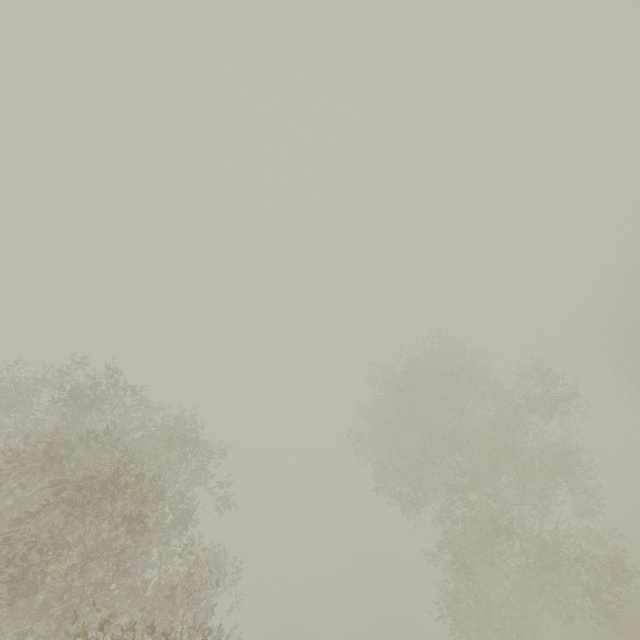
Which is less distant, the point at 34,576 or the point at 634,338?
the point at 34,576

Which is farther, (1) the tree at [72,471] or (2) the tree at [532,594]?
(2) the tree at [532,594]

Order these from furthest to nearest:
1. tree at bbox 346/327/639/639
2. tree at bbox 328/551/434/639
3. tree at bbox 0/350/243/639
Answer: tree at bbox 328/551/434/639 < tree at bbox 346/327/639/639 < tree at bbox 0/350/243/639

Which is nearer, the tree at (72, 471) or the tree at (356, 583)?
the tree at (72, 471)

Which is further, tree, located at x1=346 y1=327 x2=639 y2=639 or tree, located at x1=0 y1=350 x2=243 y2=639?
tree, located at x1=346 y1=327 x2=639 y2=639

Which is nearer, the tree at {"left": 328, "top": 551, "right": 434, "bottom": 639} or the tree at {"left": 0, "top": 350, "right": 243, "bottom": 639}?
the tree at {"left": 0, "top": 350, "right": 243, "bottom": 639}
